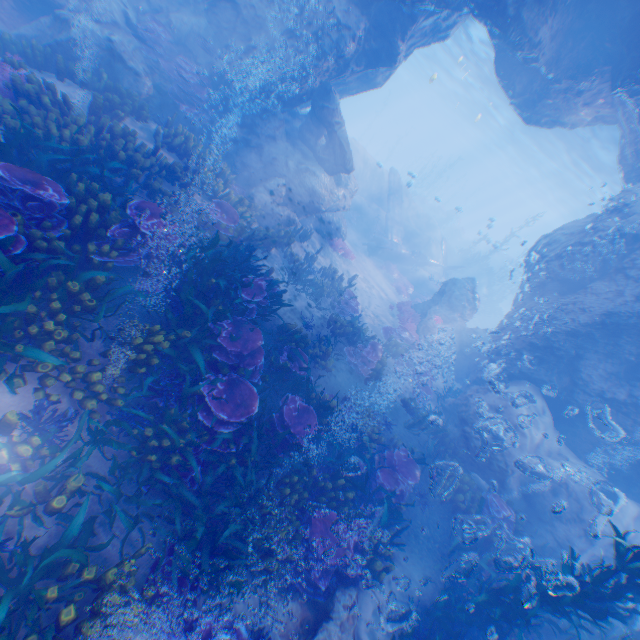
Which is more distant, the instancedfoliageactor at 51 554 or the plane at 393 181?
the plane at 393 181

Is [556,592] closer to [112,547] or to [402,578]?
[402,578]

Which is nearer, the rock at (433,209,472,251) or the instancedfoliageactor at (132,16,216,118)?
the instancedfoliageactor at (132,16,216,118)

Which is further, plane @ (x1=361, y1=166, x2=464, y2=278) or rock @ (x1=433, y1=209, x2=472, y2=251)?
rock @ (x1=433, y1=209, x2=472, y2=251)

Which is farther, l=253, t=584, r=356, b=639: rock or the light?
the light

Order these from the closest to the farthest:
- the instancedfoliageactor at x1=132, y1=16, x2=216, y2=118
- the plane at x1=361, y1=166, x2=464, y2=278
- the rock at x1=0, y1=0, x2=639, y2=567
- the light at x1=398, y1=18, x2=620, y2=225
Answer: the rock at x1=0, y1=0, x2=639, y2=567
the instancedfoliageactor at x1=132, y1=16, x2=216, y2=118
the light at x1=398, y1=18, x2=620, y2=225
the plane at x1=361, y1=166, x2=464, y2=278

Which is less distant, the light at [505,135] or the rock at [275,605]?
the rock at [275,605]

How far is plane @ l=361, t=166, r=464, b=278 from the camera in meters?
22.4 m
